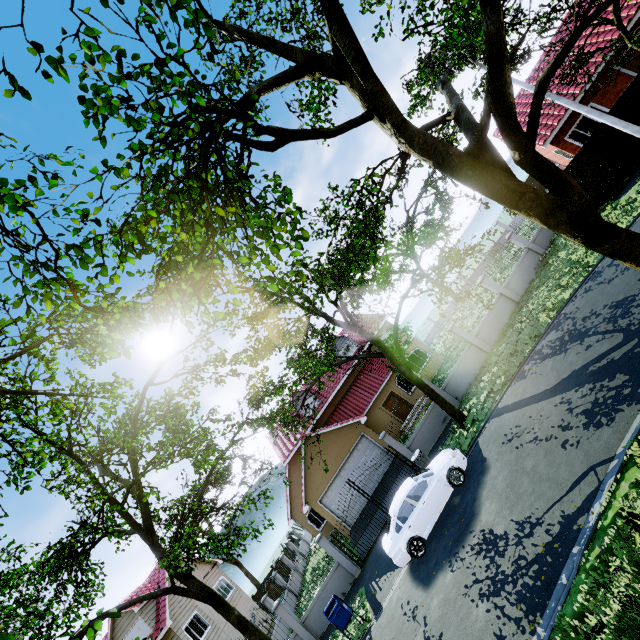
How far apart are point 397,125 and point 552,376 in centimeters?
972cm

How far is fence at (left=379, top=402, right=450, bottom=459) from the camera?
16.84m

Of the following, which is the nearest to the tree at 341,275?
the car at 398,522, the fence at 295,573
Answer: the fence at 295,573

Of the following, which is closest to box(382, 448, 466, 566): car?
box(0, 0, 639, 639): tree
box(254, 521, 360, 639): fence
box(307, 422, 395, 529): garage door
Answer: box(0, 0, 639, 639): tree

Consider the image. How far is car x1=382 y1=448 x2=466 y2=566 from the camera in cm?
1110

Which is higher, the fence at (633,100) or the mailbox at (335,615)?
the fence at (633,100)

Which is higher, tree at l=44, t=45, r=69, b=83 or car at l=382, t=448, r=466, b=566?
tree at l=44, t=45, r=69, b=83

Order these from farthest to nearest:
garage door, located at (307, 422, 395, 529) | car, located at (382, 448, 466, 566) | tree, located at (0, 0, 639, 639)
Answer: garage door, located at (307, 422, 395, 529)
car, located at (382, 448, 466, 566)
tree, located at (0, 0, 639, 639)
